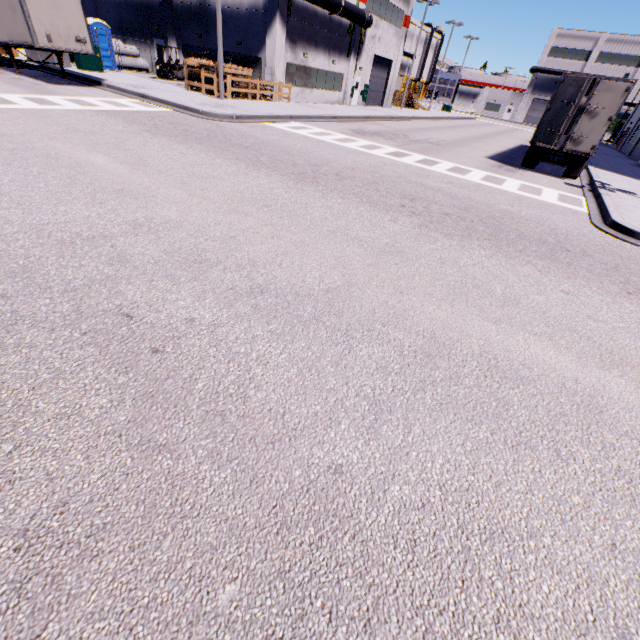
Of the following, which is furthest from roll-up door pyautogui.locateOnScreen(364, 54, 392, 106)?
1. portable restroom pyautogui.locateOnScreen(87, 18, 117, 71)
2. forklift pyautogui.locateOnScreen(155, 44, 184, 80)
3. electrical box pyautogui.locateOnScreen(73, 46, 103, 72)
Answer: portable restroom pyautogui.locateOnScreen(87, 18, 117, 71)

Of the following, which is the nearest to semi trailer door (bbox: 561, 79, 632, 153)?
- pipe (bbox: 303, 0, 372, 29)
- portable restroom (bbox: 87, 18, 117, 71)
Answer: pipe (bbox: 303, 0, 372, 29)

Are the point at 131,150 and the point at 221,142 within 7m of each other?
yes

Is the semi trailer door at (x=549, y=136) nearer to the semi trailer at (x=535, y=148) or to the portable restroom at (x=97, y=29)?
the semi trailer at (x=535, y=148)

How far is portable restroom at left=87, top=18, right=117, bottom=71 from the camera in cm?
2364

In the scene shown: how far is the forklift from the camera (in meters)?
25.03

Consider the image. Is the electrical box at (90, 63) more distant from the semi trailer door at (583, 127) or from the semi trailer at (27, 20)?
the semi trailer door at (583, 127)

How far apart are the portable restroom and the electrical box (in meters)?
3.92
